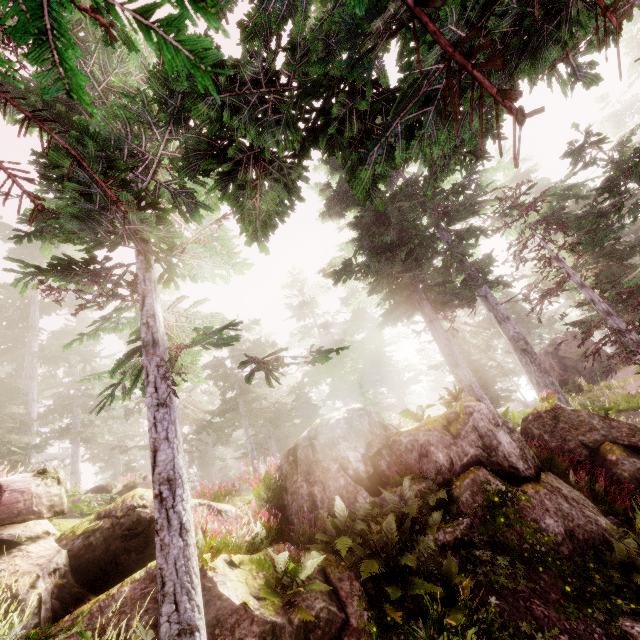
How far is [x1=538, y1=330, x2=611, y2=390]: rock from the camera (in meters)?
24.09

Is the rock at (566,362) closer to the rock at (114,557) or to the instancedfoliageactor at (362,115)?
the instancedfoliageactor at (362,115)

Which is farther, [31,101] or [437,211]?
[437,211]

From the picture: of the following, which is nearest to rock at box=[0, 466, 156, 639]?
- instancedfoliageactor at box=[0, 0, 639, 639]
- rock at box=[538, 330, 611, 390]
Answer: instancedfoliageactor at box=[0, 0, 639, 639]

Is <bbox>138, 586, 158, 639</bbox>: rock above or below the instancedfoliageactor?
below

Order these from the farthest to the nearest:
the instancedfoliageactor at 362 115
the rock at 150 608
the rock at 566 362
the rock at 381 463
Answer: the rock at 566 362 → the rock at 381 463 → the rock at 150 608 → the instancedfoliageactor at 362 115

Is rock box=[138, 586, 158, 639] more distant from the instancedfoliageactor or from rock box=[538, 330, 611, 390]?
rock box=[538, 330, 611, 390]
